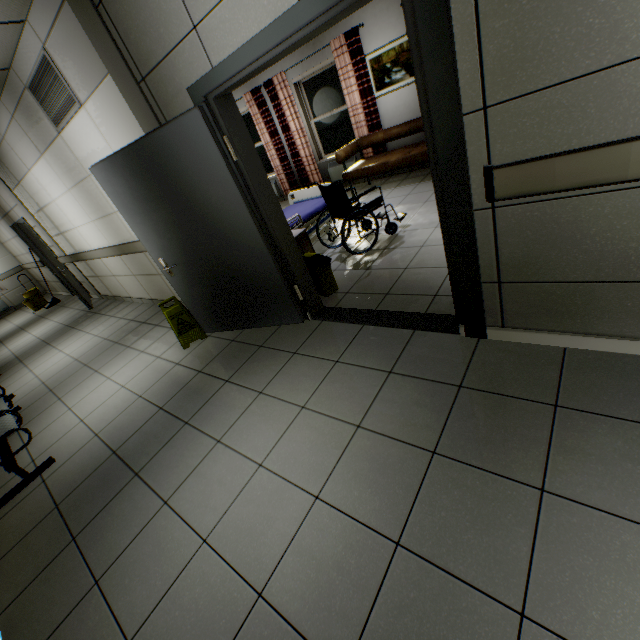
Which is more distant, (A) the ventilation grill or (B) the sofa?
(B) the sofa

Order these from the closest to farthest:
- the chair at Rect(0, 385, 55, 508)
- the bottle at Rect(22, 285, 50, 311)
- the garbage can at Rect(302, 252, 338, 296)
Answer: the chair at Rect(0, 385, 55, 508) < the garbage can at Rect(302, 252, 338, 296) < the bottle at Rect(22, 285, 50, 311)

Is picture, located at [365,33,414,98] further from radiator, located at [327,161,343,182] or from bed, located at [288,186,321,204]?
bed, located at [288,186,321,204]

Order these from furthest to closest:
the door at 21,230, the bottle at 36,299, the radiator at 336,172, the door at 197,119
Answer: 1. the bottle at 36,299
2. the radiator at 336,172
3. the door at 21,230
4. the door at 197,119

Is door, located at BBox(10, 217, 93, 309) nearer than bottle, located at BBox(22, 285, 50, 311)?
Yes

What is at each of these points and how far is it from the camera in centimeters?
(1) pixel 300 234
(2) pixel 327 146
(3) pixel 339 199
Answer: (1) nightstand, 367cm
(2) window, 767cm
(3) wheelchair, 407cm

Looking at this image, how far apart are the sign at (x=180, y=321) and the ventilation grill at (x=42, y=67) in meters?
2.1

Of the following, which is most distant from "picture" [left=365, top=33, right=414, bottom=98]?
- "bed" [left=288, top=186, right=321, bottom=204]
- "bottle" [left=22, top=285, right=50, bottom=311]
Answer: "bottle" [left=22, top=285, right=50, bottom=311]
